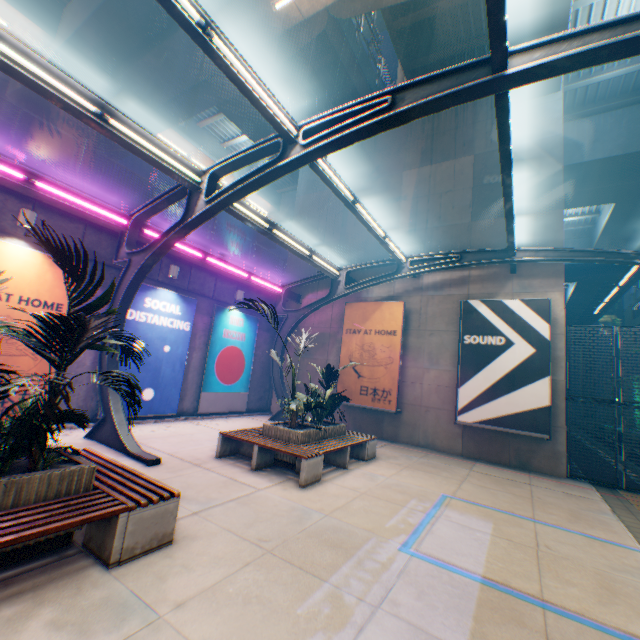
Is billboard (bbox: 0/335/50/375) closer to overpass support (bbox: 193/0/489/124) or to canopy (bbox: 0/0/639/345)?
canopy (bbox: 0/0/639/345)

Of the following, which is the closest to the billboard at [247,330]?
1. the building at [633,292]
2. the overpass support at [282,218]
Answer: the overpass support at [282,218]

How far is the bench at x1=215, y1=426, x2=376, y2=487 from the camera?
6.8 meters

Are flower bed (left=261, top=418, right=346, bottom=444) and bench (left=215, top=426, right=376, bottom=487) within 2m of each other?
yes

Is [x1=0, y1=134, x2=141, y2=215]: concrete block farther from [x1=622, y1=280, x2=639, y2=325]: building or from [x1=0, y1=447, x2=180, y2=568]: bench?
[x1=622, y1=280, x2=639, y2=325]: building

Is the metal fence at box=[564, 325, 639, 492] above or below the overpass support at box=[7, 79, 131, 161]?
below

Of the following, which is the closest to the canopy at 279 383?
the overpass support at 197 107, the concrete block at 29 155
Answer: the concrete block at 29 155

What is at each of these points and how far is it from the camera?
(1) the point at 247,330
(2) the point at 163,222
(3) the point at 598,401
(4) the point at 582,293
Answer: (1) billboard, 14.7m
(2) concrete block, 11.3m
(3) metal fence, 10.1m
(4) overpass support, 34.3m
